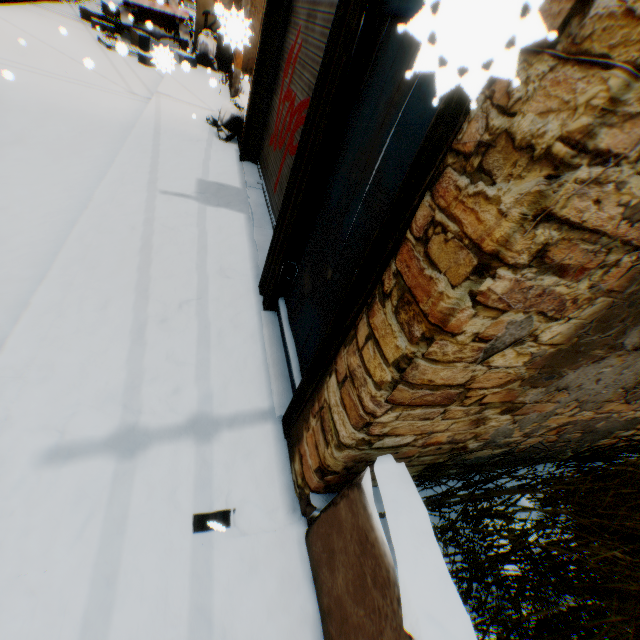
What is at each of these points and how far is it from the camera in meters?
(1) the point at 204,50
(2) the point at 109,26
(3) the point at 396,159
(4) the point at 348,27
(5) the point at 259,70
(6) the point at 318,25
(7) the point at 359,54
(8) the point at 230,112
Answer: (1) trash bag, 12.3 m
(2) cardboard box, 11.8 m
(3) door, 1.6 m
(4) building, 2.0 m
(5) building, 5.5 m
(6) rolling overhead door, 3.6 m
(7) door hinge, 2.0 m
(8) trash bag, 6.7 m

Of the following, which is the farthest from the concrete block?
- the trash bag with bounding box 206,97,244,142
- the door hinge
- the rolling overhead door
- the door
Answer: the door hinge

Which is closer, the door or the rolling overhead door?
the door

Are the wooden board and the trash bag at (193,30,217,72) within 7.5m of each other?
no

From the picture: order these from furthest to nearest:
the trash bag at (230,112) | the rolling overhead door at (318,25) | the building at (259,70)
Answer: the trash bag at (230,112)
the building at (259,70)
the rolling overhead door at (318,25)

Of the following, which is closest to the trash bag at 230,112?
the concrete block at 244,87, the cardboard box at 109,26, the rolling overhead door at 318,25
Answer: the concrete block at 244,87

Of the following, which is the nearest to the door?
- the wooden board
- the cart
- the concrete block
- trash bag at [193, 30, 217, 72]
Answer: the wooden board

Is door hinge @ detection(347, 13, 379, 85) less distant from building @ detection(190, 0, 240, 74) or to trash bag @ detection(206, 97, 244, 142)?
building @ detection(190, 0, 240, 74)
